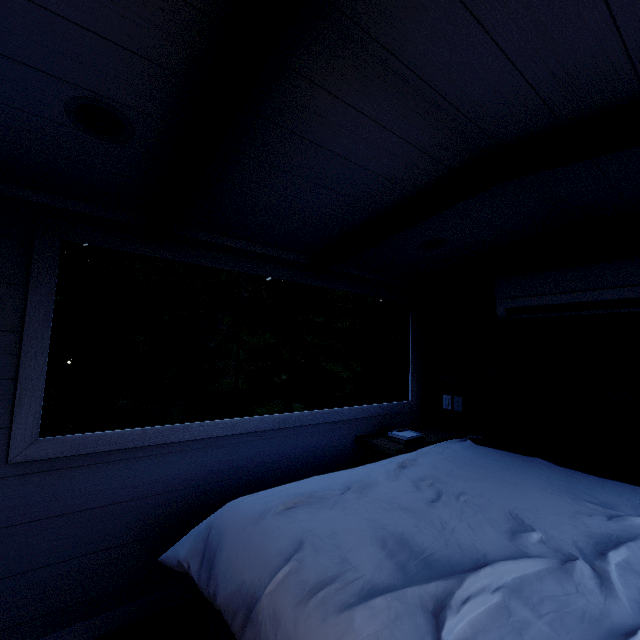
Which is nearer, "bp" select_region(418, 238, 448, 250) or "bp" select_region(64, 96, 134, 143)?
"bp" select_region(64, 96, 134, 143)

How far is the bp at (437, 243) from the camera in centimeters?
230cm

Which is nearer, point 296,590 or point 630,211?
point 296,590

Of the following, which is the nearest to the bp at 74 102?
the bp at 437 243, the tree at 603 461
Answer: the tree at 603 461

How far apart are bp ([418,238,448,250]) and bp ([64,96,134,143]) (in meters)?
1.85

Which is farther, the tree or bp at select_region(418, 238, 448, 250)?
bp at select_region(418, 238, 448, 250)

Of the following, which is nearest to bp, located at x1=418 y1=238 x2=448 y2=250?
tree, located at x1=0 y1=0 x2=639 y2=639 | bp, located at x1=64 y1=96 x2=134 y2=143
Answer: tree, located at x1=0 y1=0 x2=639 y2=639
